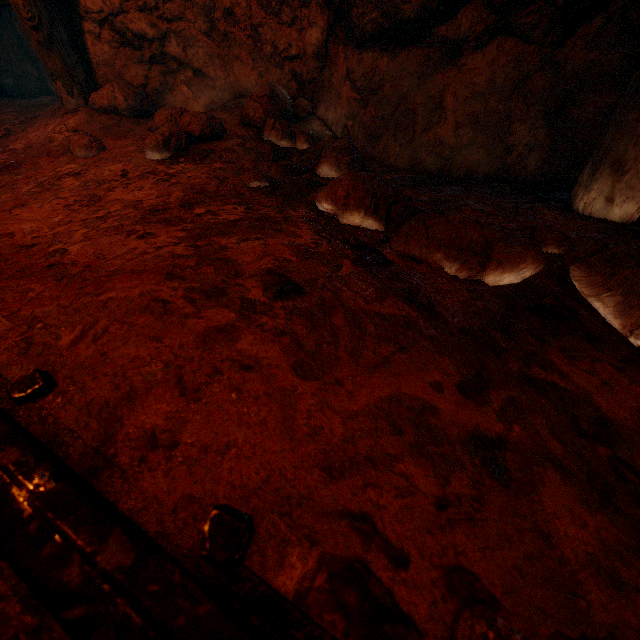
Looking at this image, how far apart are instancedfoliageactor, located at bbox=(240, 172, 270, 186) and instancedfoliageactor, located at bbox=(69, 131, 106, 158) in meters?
1.2

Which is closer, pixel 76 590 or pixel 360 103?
pixel 76 590

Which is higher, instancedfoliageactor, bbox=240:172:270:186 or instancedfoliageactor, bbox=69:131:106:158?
instancedfoliageactor, bbox=69:131:106:158

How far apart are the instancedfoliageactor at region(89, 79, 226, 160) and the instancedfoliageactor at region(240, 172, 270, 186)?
0.53m

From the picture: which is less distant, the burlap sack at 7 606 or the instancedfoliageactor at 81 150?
the burlap sack at 7 606

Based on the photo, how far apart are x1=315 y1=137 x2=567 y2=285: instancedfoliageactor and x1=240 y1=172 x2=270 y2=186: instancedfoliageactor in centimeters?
53cm

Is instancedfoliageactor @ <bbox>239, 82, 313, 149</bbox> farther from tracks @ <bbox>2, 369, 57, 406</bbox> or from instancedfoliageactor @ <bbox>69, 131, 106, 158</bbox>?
tracks @ <bbox>2, 369, 57, 406</bbox>

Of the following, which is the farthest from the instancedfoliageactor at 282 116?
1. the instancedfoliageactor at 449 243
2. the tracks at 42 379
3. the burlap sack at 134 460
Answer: the tracks at 42 379
